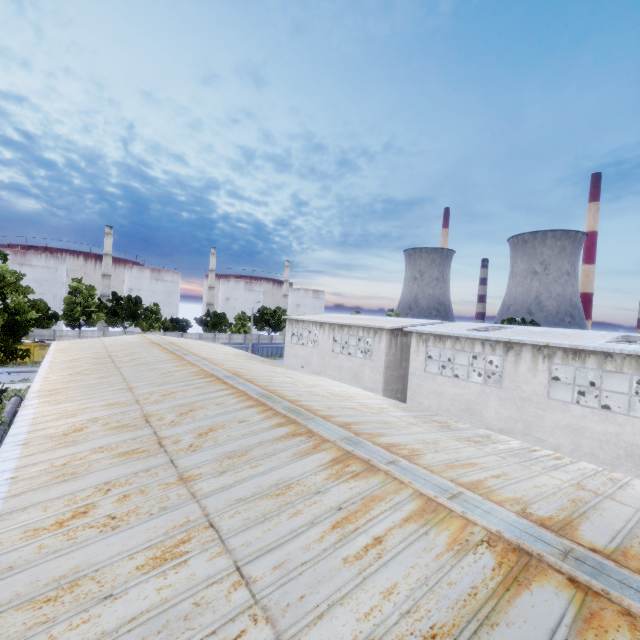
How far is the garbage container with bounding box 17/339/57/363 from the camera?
38.6m

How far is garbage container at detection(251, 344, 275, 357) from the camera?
58.0 meters

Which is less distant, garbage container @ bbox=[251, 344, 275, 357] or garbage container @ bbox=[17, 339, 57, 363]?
garbage container @ bbox=[17, 339, 57, 363]

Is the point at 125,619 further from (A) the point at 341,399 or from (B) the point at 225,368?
(B) the point at 225,368

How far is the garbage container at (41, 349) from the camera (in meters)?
38.62

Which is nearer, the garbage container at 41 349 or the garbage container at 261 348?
the garbage container at 41 349
